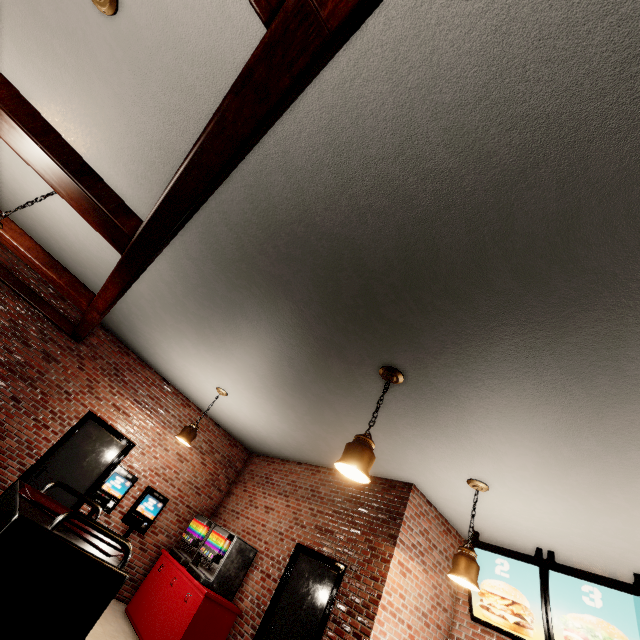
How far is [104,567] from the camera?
1.3 meters
